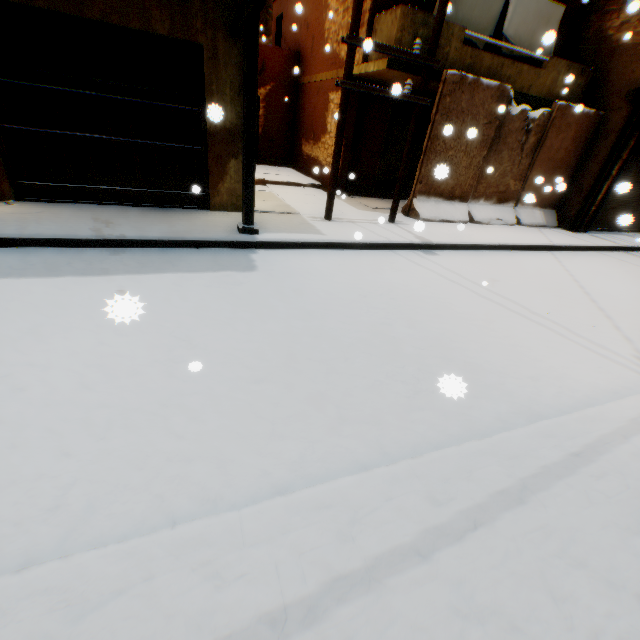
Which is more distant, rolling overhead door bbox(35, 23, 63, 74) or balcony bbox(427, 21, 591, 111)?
balcony bbox(427, 21, 591, 111)

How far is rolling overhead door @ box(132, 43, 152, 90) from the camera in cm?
551

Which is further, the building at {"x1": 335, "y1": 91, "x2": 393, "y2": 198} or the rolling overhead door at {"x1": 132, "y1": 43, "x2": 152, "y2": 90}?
the building at {"x1": 335, "y1": 91, "x2": 393, "y2": 198}

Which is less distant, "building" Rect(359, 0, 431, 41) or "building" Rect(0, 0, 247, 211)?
"building" Rect(0, 0, 247, 211)

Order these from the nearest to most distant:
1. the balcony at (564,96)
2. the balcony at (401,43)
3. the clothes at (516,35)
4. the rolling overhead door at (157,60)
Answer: the rolling overhead door at (157,60) → the balcony at (401,43) → the balcony at (564,96) → the clothes at (516,35)

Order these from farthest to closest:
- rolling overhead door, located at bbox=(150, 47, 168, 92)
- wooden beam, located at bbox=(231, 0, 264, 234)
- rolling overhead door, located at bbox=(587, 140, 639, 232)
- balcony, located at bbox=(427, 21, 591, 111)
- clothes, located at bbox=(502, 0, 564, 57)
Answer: rolling overhead door, located at bbox=(587, 140, 639, 232) → clothes, located at bbox=(502, 0, 564, 57) → balcony, located at bbox=(427, 21, 591, 111) → rolling overhead door, located at bbox=(150, 47, 168, 92) → wooden beam, located at bbox=(231, 0, 264, 234)

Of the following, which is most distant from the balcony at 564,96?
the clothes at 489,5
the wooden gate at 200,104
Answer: the wooden gate at 200,104

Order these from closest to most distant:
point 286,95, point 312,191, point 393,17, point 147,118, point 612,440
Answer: point 612,440 < point 147,118 < point 393,17 < point 312,191 < point 286,95
